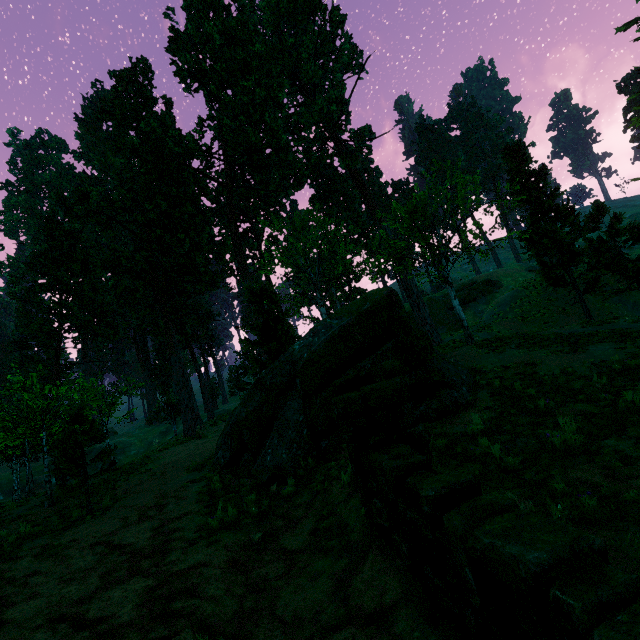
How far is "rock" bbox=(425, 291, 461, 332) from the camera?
40.6m

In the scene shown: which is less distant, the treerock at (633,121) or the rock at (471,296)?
the treerock at (633,121)

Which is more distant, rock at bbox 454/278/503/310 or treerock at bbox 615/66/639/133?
rock at bbox 454/278/503/310

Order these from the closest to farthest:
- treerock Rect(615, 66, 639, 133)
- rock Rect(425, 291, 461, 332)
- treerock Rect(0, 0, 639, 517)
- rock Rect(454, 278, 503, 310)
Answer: treerock Rect(0, 0, 639, 517), treerock Rect(615, 66, 639, 133), rock Rect(425, 291, 461, 332), rock Rect(454, 278, 503, 310)

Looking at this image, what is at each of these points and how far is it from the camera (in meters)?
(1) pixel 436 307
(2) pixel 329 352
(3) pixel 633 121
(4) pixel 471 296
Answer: (1) rock, 44.00
(2) treerock, 9.80
(3) treerock, 52.31
(4) rock, 42.53
